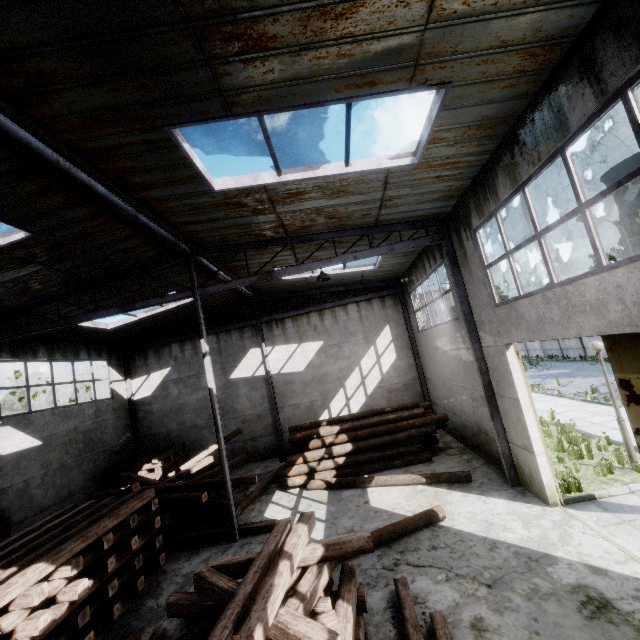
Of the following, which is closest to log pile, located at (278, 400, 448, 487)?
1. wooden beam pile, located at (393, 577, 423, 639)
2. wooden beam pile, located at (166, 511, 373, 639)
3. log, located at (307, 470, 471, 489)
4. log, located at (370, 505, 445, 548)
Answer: log, located at (307, 470, 471, 489)

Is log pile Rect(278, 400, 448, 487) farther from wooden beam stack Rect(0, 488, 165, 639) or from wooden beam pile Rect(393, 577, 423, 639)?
wooden beam pile Rect(393, 577, 423, 639)

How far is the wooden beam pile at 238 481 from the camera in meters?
10.7 m

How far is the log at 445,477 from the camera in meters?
9.6 m

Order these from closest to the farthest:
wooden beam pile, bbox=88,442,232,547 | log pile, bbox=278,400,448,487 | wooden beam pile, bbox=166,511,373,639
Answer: wooden beam pile, bbox=166,511,373,639 → wooden beam pile, bbox=88,442,232,547 → log pile, bbox=278,400,448,487

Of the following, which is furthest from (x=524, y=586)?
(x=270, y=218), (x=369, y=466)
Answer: (x=270, y=218)

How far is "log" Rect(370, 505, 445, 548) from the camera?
7.30m

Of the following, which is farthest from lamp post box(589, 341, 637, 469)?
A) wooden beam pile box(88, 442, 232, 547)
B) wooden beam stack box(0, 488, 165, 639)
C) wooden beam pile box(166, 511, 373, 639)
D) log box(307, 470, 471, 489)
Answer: wooden beam stack box(0, 488, 165, 639)
